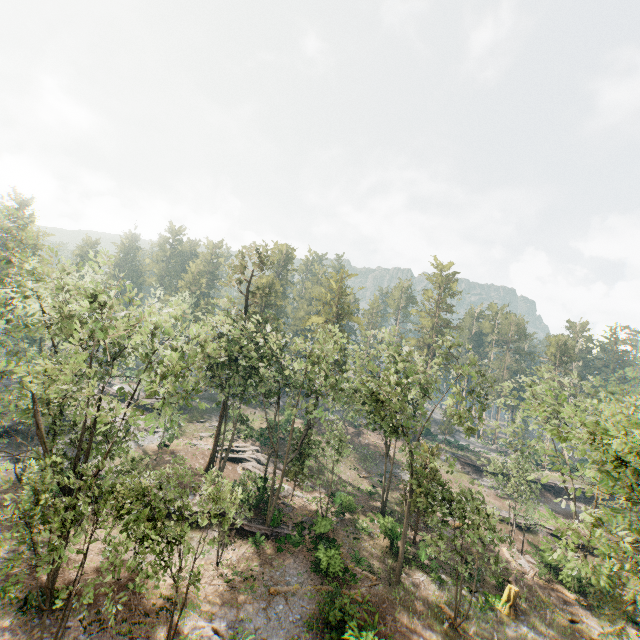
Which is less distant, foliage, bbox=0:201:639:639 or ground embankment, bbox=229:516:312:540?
foliage, bbox=0:201:639:639

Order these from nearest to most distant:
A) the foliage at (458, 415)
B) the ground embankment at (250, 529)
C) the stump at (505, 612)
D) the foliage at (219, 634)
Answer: the foliage at (458, 415)
the foliage at (219, 634)
the stump at (505, 612)
the ground embankment at (250, 529)

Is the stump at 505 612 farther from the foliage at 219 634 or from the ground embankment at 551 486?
the ground embankment at 551 486

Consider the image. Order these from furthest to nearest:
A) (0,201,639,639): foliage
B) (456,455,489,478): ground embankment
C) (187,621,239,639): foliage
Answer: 1. (456,455,489,478): ground embankment
2. (187,621,239,639): foliage
3. (0,201,639,639): foliage

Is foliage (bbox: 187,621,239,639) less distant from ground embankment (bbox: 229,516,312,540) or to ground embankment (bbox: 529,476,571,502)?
ground embankment (bbox: 229,516,312,540)

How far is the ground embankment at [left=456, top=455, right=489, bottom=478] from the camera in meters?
49.7

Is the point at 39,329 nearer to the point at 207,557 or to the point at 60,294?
the point at 207,557

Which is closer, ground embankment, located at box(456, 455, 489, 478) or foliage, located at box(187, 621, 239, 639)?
foliage, located at box(187, 621, 239, 639)
